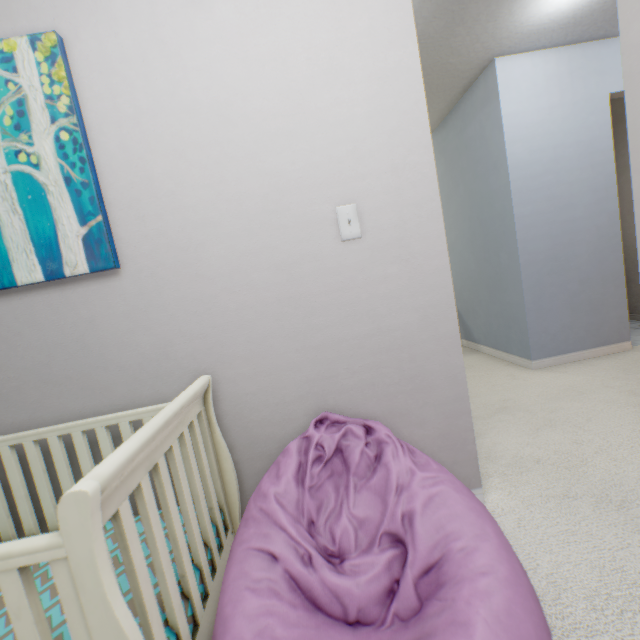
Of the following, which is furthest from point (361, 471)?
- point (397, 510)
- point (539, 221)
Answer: point (539, 221)

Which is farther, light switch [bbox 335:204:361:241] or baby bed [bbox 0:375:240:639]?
light switch [bbox 335:204:361:241]

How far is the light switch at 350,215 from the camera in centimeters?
121cm

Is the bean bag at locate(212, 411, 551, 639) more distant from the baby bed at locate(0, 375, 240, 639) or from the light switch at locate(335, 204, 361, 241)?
the light switch at locate(335, 204, 361, 241)

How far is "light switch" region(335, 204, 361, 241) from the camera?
1.21m

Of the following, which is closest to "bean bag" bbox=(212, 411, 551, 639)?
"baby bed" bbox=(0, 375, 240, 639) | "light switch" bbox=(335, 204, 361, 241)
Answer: "baby bed" bbox=(0, 375, 240, 639)

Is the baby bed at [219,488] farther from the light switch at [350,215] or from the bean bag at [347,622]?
the light switch at [350,215]
